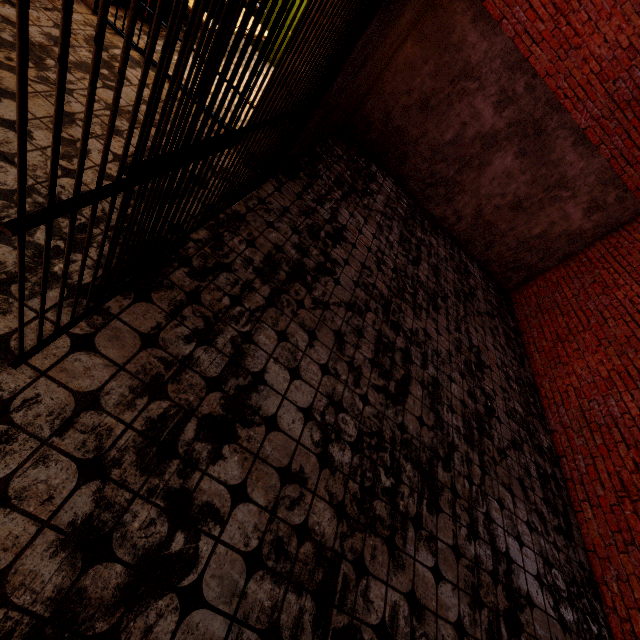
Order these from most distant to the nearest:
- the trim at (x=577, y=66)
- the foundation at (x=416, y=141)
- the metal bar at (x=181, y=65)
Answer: the foundation at (x=416, y=141), the trim at (x=577, y=66), the metal bar at (x=181, y=65)

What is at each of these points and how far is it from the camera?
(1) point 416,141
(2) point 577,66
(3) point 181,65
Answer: (1) foundation, 7.0 meters
(2) trim, 5.6 meters
(3) metal bar, 1.1 meters

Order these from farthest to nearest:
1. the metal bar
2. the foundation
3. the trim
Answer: the foundation, the trim, the metal bar

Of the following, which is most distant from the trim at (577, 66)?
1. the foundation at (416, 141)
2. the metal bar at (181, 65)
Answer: the metal bar at (181, 65)

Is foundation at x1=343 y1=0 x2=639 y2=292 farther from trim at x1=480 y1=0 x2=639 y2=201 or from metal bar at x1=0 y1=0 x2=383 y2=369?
metal bar at x1=0 y1=0 x2=383 y2=369

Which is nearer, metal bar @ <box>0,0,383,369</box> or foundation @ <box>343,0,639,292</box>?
metal bar @ <box>0,0,383,369</box>

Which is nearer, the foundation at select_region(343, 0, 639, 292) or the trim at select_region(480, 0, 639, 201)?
the trim at select_region(480, 0, 639, 201)
